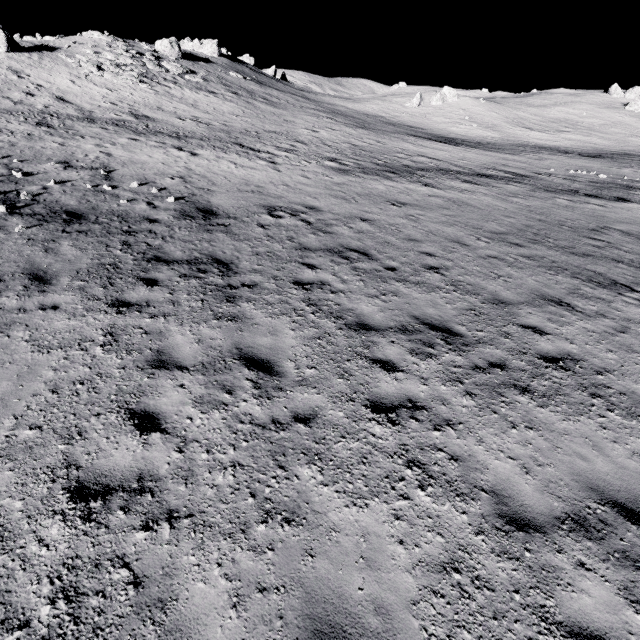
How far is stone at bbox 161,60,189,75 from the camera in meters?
37.5

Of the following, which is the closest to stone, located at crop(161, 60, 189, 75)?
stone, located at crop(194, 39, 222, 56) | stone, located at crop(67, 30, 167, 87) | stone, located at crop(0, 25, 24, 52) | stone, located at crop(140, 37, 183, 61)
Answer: stone, located at crop(67, 30, 167, 87)

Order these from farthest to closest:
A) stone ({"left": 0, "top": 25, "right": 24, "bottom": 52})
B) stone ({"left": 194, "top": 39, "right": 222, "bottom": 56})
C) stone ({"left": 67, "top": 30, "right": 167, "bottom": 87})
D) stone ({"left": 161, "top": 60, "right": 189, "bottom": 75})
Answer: stone ({"left": 194, "top": 39, "right": 222, "bottom": 56}), stone ({"left": 161, "top": 60, "right": 189, "bottom": 75}), stone ({"left": 67, "top": 30, "right": 167, "bottom": 87}), stone ({"left": 0, "top": 25, "right": 24, "bottom": 52})

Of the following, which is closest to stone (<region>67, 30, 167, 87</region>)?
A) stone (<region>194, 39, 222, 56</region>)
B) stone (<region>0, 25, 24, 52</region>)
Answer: stone (<region>0, 25, 24, 52</region>)

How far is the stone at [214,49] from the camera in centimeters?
5669cm

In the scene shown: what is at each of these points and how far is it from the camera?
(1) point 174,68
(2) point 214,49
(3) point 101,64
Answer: (1) stone, 38.1 meters
(2) stone, 56.9 meters
(3) stone, 32.1 meters

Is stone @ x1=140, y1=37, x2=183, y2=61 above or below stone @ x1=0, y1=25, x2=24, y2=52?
above

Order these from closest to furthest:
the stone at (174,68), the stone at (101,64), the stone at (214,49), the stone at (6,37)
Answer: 1. the stone at (6,37)
2. the stone at (101,64)
3. the stone at (174,68)
4. the stone at (214,49)
